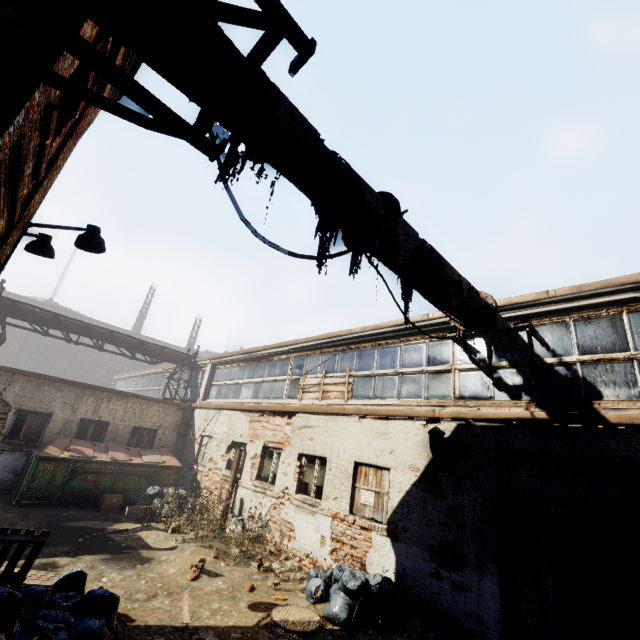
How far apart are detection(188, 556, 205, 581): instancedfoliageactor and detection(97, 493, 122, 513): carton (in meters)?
5.08

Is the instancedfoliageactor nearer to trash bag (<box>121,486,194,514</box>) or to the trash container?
trash bag (<box>121,486,194,514</box>)

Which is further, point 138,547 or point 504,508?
point 138,547

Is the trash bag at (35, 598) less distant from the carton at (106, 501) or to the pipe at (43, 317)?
the pipe at (43, 317)

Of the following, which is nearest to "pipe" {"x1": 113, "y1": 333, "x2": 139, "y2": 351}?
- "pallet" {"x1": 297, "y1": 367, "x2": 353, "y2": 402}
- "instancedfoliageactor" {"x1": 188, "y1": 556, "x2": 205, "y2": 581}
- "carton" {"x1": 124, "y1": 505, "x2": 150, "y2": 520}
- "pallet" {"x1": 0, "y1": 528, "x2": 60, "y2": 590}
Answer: "pallet" {"x1": 297, "y1": 367, "x2": 353, "y2": 402}

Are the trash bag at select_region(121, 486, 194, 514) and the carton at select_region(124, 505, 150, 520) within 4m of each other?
yes

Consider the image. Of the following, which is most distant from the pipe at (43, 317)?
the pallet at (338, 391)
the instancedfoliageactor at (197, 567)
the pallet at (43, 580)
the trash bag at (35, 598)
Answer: the instancedfoliageactor at (197, 567)

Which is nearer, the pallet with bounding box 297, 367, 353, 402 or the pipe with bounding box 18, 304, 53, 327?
the pallet with bounding box 297, 367, 353, 402
